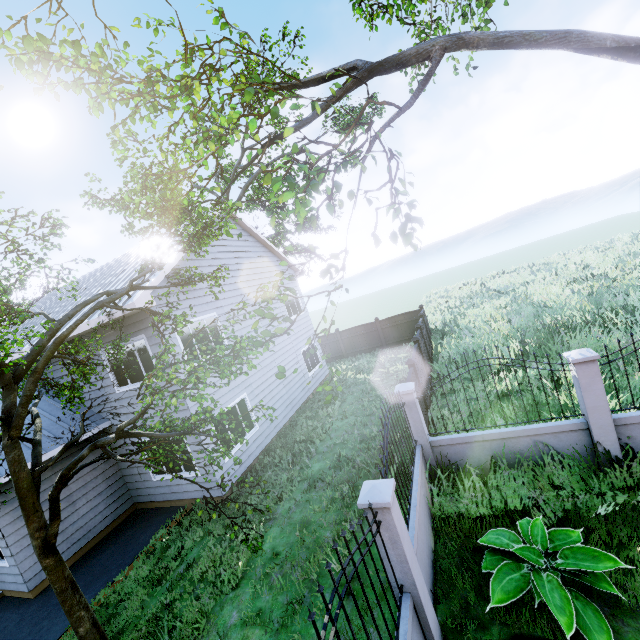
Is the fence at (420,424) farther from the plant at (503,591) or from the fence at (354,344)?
the fence at (354,344)

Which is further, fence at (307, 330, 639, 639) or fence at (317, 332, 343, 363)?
fence at (317, 332, 343, 363)

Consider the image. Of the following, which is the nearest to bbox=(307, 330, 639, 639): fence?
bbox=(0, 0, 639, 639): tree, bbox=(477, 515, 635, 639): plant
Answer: bbox=(477, 515, 635, 639): plant

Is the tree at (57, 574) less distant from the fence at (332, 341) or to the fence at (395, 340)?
the fence at (332, 341)

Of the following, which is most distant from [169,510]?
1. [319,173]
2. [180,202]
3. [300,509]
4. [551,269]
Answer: [551,269]

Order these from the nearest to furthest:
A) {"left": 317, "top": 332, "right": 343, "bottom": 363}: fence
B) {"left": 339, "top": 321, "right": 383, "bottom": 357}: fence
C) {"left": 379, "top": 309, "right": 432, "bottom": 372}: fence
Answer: {"left": 379, "top": 309, "right": 432, "bottom": 372}: fence, {"left": 339, "top": 321, "right": 383, "bottom": 357}: fence, {"left": 317, "top": 332, "right": 343, "bottom": 363}: fence

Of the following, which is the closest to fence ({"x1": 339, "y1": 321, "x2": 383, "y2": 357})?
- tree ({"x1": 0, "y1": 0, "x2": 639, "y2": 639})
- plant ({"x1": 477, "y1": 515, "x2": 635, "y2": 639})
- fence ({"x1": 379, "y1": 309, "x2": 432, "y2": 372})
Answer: tree ({"x1": 0, "y1": 0, "x2": 639, "y2": 639})
